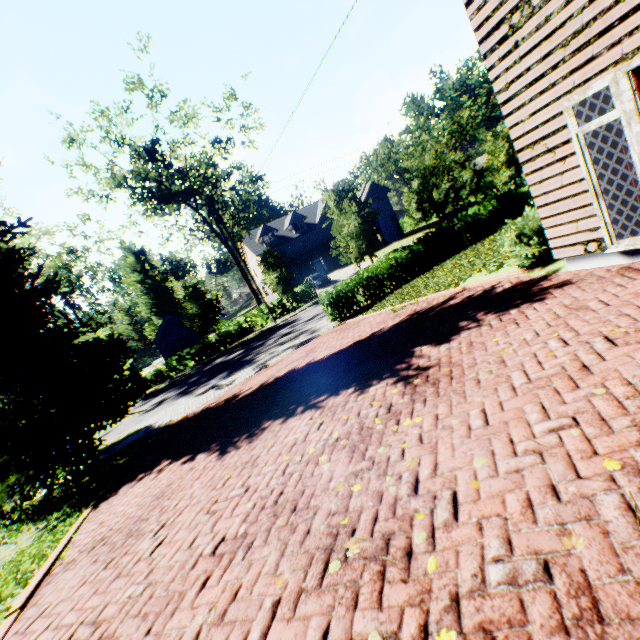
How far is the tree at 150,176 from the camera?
25.0 meters

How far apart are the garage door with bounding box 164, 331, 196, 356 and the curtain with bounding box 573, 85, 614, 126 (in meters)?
38.86

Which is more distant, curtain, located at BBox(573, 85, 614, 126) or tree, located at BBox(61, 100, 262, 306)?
tree, located at BBox(61, 100, 262, 306)

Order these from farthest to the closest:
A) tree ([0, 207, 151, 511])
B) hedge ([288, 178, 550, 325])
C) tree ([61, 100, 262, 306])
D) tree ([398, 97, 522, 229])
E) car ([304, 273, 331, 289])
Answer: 1. car ([304, 273, 331, 289])
2. tree ([61, 100, 262, 306])
3. tree ([398, 97, 522, 229])
4. tree ([0, 207, 151, 511])
5. hedge ([288, 178, 550, 325])

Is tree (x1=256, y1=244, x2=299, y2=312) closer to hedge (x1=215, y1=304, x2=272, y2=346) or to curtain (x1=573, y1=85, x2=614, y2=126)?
hedge (x1=215, y1=304, x2=272, y2=346)

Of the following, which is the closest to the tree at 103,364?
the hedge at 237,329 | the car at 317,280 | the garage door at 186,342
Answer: the hedge at 237,329

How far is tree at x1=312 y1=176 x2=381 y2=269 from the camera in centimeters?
1862cm

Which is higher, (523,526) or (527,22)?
(527,22)
